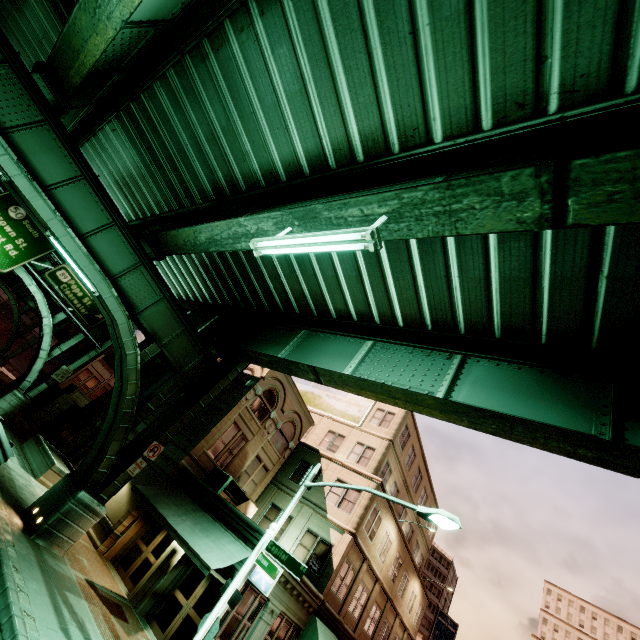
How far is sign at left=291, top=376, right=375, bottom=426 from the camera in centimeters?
2695cm

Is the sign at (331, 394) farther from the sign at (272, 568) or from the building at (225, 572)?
the sign at (272, 568)

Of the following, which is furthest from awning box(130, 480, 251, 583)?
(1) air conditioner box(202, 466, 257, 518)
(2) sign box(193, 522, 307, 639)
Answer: (2) sign box(193, 522, 307, 639)

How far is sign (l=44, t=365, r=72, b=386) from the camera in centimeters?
2347cm

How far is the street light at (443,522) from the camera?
9.26m

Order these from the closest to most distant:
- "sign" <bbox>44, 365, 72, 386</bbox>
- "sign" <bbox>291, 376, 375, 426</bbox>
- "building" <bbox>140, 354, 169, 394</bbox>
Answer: "sign" <bbox>44, 365, 72, 386</bbox> < "building" <bbox>140, 354, 169, 394</bbox> < "sign" <bbox>291, 376, 375, 426</bbox>

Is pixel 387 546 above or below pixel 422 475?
below

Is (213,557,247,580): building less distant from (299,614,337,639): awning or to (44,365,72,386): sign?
(299,614,337,639): awning
